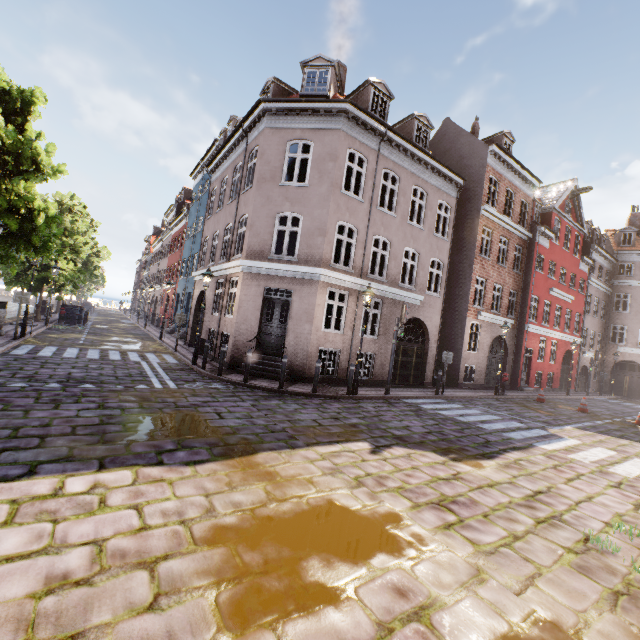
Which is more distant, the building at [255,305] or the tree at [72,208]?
the building at [255,305]

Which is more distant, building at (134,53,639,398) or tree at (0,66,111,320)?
building at (134,53,639,398)

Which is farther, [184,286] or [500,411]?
[184,286]
